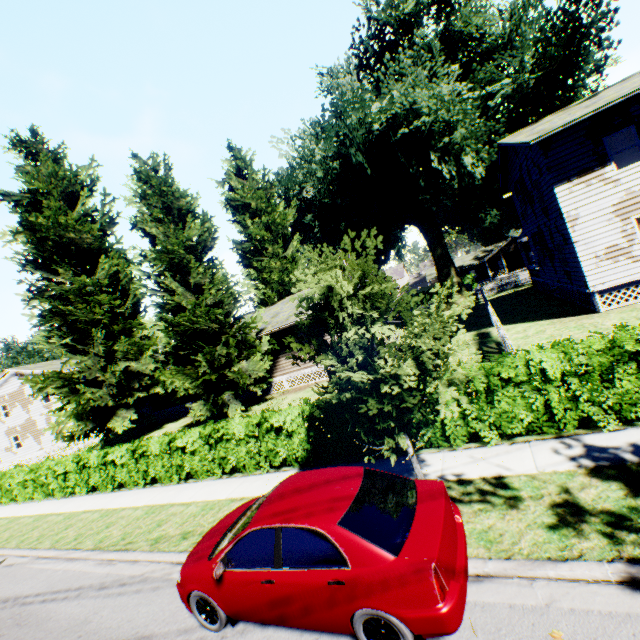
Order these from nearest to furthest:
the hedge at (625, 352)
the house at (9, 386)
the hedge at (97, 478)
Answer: the hedge at (625, 352) < the hedge at (97, 478) < the house at (9, 386)

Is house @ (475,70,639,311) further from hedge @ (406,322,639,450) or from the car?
the car

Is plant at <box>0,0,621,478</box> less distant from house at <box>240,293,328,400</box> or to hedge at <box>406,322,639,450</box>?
house at <box>240,293,328,400</box>

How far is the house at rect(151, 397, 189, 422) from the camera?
28.30m

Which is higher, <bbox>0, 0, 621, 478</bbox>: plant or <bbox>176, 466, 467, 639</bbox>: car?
<bbox>0, 0, 621, 478</bbox>: plant

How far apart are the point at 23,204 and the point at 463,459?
33.6 meters

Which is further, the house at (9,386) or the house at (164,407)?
the house at (9,386)
